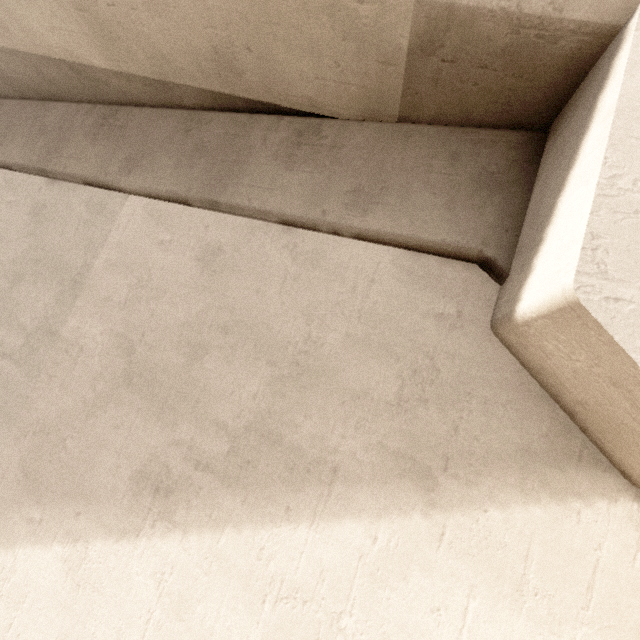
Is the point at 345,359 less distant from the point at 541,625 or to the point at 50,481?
the point at 541,625
